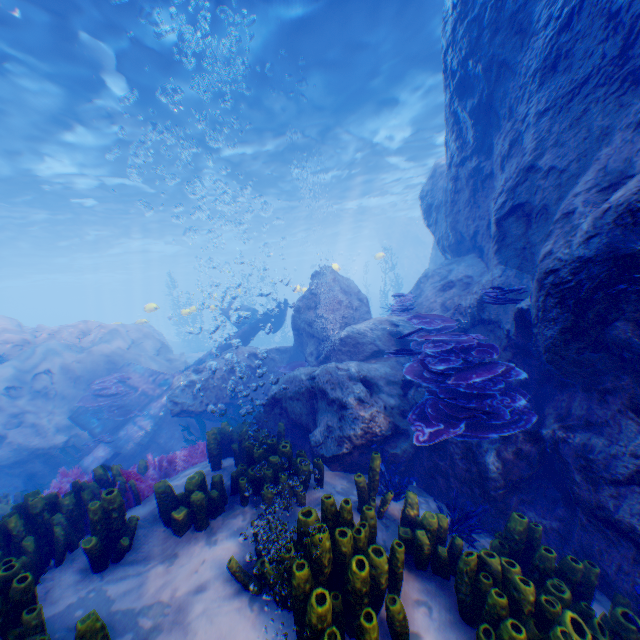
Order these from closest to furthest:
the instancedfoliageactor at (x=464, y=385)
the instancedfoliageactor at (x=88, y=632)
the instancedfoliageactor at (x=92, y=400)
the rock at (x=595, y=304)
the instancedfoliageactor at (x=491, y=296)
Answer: the instancedfoliageactor at (x=88, y=632), the rock at (x=595, y=304), the instancedfoliageactor at (x=464, y=385), the instancedfoliageactor at (x=491, y=296), the instancedfoliageactor at (x=92, y=400)

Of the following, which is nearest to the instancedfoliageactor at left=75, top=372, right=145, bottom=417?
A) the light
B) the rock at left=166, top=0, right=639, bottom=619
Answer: the rock at left=166, top=0, right=639, bottom=619

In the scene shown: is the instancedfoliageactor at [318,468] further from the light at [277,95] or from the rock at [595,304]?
the light at [277,95]

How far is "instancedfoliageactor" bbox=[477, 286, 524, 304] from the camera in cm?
554

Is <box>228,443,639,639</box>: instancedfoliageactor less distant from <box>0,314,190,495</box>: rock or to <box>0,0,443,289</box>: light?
<box>0,314,190,495</box>: rock

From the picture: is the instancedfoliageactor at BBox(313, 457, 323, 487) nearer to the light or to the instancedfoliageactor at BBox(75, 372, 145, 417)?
the instancedfoliageactor at BBox(75, 372, 145, 417)

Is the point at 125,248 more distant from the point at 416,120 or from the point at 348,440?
the point at 348,440
